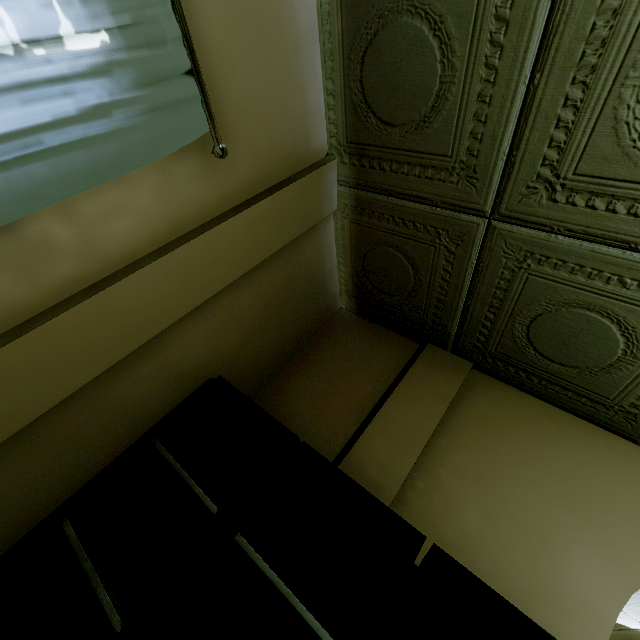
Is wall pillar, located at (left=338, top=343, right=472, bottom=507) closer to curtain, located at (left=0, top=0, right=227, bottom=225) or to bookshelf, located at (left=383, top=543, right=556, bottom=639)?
bookshelf, located at (left=383, top=543, right=556, bottom=639)

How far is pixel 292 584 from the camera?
1.3 meters

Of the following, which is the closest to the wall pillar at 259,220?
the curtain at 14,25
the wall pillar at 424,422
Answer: the curtain at 14,25

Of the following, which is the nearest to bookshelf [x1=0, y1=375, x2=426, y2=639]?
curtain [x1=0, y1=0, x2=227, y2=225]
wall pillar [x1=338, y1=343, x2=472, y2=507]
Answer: wall pillar [x1=338, y1=343, x2=472, y2=507]

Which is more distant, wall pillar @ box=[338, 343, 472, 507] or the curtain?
wall pillar @ box=[338, 343, 472, 507]

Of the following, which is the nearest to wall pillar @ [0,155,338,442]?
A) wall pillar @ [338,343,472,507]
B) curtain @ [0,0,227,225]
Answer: curtain @ [0,0,227,225]

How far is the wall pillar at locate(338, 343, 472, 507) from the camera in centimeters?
161cm

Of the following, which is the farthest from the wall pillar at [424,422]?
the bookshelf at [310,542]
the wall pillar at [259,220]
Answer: the wall pillar at [259,220]
